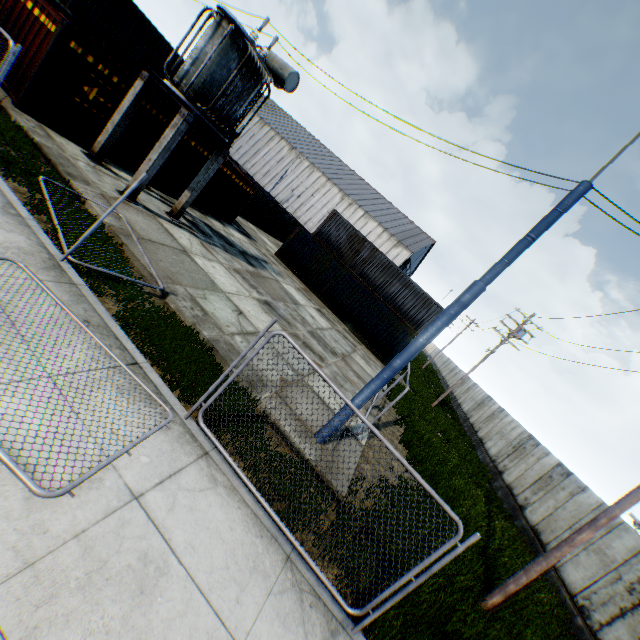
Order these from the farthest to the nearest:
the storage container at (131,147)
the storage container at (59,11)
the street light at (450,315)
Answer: the storage container at (131,147) → the storage container at (59,11) → the street light at (450,315)

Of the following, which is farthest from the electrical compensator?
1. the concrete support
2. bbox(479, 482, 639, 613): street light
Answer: bbox(479, 482, 639, 613): street light

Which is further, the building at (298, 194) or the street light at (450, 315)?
the building at (298, 194)

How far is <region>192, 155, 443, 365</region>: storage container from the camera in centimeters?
2003cm

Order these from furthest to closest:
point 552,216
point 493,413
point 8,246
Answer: point 493,413 → point 552,216 → point 8,246

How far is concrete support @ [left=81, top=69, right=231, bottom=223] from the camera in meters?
10.4 m

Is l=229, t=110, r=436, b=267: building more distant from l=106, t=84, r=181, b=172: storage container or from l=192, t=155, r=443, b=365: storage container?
l=106, t=84, r=181, b=172: storage container

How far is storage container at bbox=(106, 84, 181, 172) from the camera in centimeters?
1264cm
